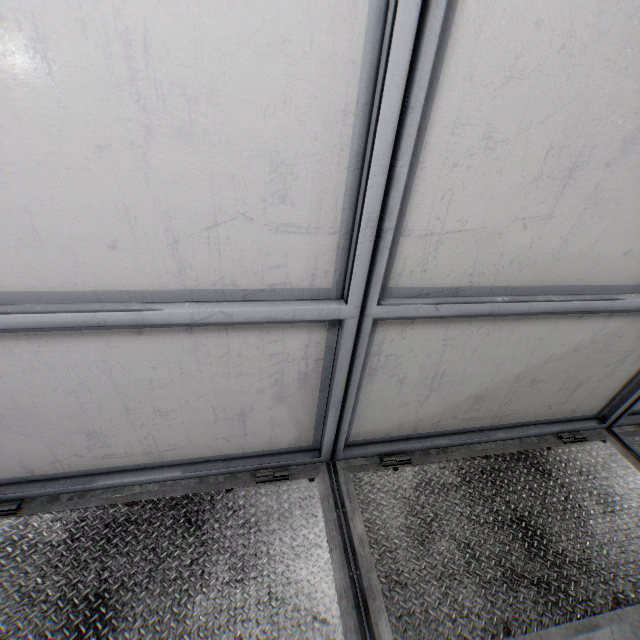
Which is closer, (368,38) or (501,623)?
(368,38)
